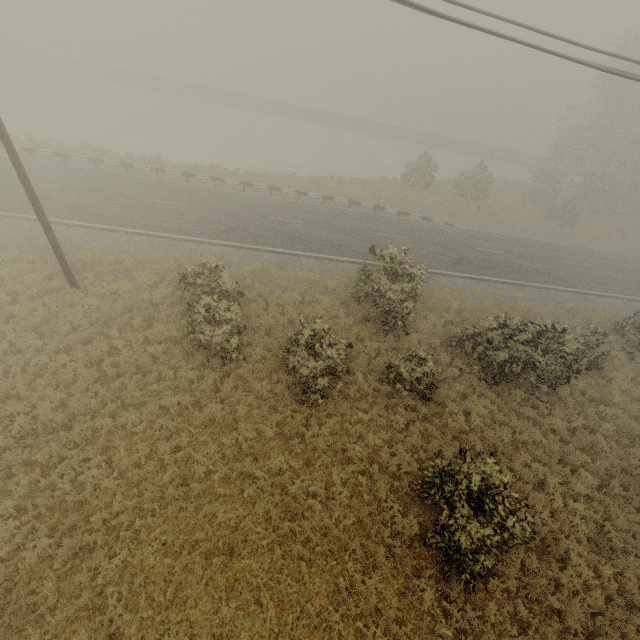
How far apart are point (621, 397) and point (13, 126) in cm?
4576
